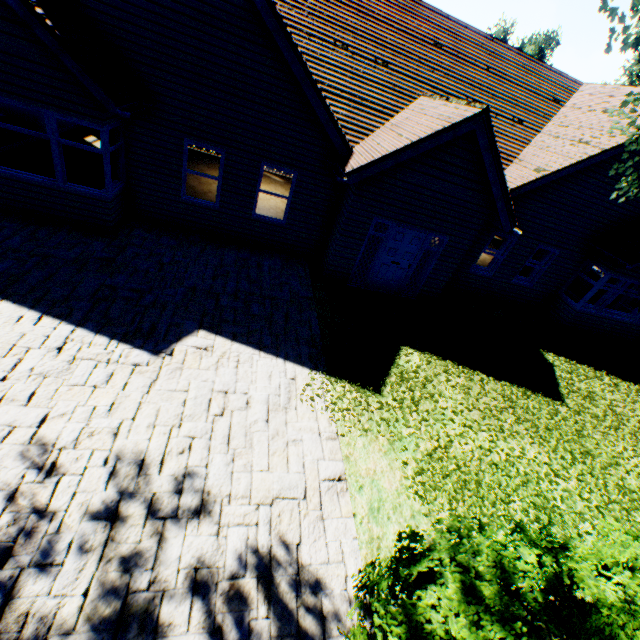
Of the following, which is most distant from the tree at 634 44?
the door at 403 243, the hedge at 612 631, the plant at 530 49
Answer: the door at 403 243

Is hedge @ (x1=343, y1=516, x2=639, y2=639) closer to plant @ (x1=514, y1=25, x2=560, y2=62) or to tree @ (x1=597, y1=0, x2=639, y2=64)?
tree @ (x1=597, y1=0, x2=639, y2=64)

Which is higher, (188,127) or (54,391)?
(188,127)

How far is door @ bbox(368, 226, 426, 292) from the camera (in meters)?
9.52

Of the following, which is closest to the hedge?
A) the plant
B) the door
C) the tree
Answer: the tree

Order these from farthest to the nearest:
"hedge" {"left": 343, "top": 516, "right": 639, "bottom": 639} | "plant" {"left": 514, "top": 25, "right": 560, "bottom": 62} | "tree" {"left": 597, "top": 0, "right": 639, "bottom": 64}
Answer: "plant" {"left": 514, "top": 25, "right": 560, "bottom": 62} → "tree" {"left": 597, "top": 0, "right": 639, "bottom": 64} → "hedge" {"left": 343, "top": 516, "right": 639, "bottom": 639}

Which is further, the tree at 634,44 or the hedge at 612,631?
the tree at 634,44

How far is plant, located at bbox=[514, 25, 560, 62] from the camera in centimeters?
5244cm
